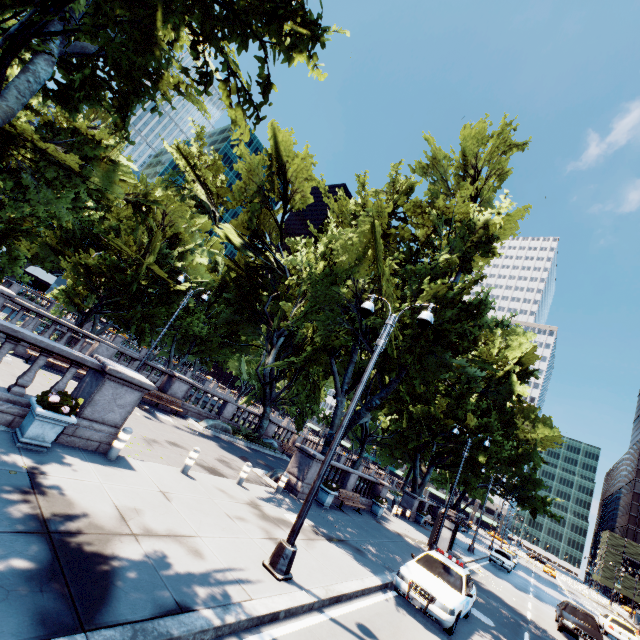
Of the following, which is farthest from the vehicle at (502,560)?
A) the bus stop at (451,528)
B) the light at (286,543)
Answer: the light at (286,543)

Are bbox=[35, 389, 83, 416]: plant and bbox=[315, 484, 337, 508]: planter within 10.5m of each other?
no

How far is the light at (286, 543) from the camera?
7.18m

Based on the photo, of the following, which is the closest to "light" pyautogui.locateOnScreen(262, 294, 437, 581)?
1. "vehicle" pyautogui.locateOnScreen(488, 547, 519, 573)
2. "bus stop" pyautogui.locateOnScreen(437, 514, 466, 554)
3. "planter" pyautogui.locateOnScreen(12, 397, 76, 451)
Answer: "planter" pyautogui.locateOnScreen(12, 397, 76, 451)

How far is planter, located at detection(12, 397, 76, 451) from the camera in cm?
685

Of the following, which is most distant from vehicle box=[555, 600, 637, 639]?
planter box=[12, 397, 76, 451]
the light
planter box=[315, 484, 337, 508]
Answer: planter box=[12, 397, 76, 451]

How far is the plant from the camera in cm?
702

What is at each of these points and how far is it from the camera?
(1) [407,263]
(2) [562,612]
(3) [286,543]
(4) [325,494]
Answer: (1) tree, 22.56m
(2) vehicle, 17.64m
(3) light, 7.37m
(4) planter, 16.12m
